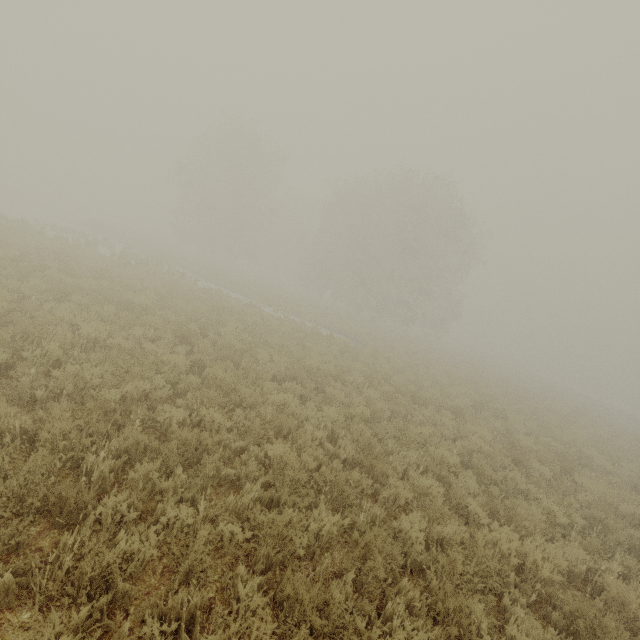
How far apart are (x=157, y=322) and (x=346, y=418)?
6.2m
